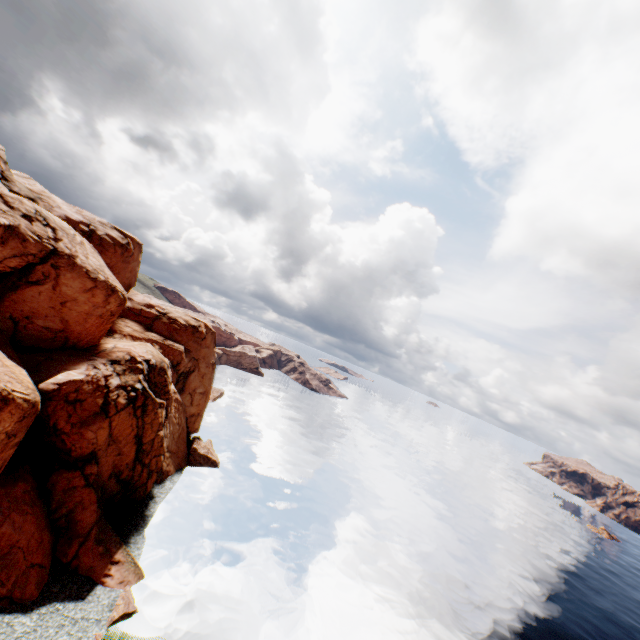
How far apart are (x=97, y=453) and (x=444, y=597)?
45.4m
